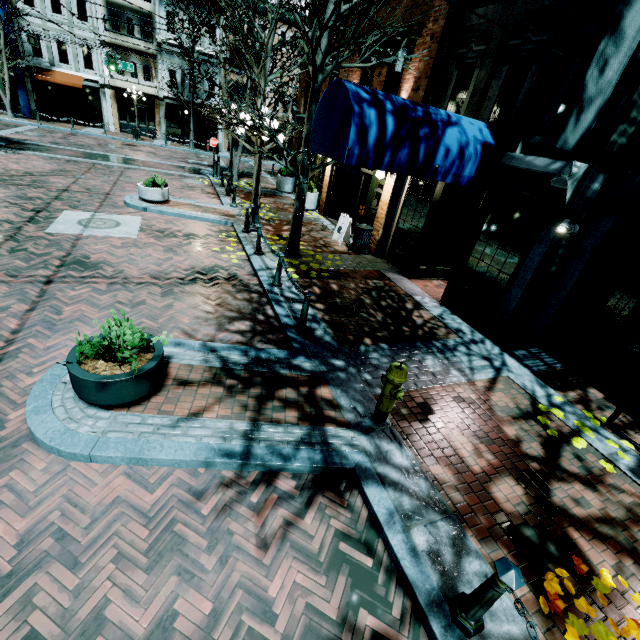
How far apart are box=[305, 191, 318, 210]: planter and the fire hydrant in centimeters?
1242cm

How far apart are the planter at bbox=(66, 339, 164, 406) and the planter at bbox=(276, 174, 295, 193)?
15.5 meters

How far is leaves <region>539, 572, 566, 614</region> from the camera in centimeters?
297cm

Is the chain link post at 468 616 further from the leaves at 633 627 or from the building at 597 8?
the building at 597 8

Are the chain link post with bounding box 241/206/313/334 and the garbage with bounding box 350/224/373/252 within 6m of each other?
yes

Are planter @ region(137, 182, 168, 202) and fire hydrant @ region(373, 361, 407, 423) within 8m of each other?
no

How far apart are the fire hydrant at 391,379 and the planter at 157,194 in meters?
11.1 m

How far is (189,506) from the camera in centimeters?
328cm
